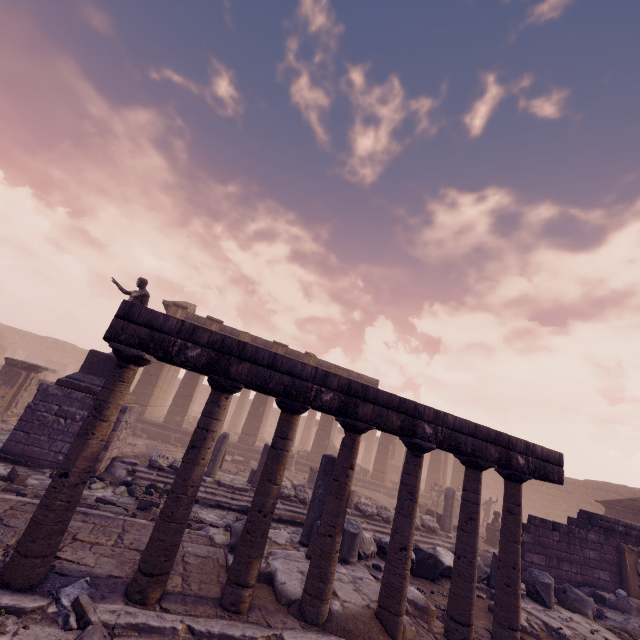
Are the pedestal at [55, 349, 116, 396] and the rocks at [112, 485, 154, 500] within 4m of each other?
yes

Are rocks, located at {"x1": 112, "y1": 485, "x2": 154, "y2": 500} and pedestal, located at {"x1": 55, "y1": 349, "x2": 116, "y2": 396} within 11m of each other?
yes

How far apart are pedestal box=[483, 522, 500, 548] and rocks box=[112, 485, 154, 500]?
13.82m

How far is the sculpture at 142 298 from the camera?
10.91m

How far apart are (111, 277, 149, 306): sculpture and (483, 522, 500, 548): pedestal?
17.04m

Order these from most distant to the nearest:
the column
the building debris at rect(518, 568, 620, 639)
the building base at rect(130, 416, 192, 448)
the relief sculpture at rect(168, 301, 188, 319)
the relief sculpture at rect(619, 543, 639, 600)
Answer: the column
the relief sculpture at rect(168, 301, 188, 319)
the building base at rect(130, 416, 192, 448)
the relief sculpture at rect(619, 543, 639, 600)
the building debris at rect(518, 568, 620, 639)

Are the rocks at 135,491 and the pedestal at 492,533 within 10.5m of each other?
no

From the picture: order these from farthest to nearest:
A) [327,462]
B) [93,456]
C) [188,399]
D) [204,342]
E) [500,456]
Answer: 1. [188,399]
2. [327,462]
3. [500,456]
4. [204,342]
5. [93,456]
